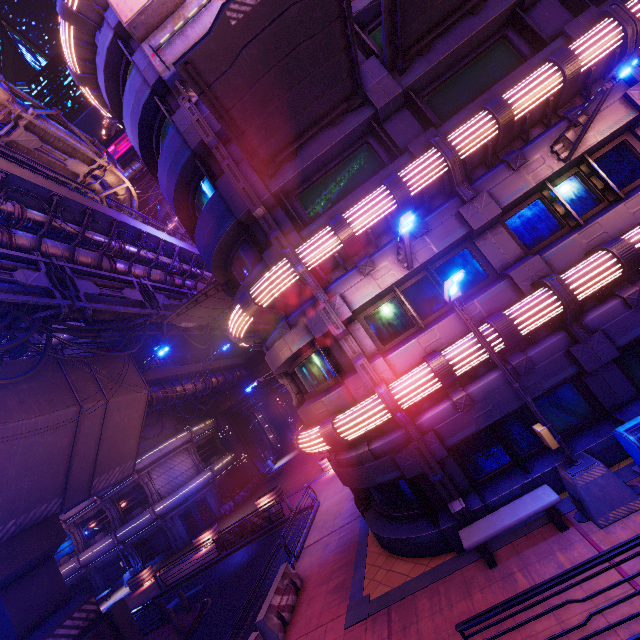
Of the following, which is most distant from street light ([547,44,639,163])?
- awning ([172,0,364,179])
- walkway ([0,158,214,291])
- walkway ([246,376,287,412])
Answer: walkway ([246,376,287,412])

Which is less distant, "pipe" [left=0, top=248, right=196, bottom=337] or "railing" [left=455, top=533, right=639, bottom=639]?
"railing" [left=455, top=533, right=639, bottom=639]

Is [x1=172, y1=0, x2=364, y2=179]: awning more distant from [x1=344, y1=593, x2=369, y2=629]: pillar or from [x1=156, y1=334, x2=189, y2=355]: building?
[x1=156, y1=334, x2=189, y2=355]: building

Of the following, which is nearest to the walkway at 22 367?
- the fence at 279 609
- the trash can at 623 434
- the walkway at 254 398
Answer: the walkway at 254 398

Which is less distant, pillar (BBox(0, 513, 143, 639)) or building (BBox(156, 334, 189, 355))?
pillar (BBox(0, 513, 143, 639))

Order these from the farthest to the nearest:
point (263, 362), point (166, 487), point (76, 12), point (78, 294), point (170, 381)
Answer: point (263, 362), point (166, 487), point (170, 381), point (78, 294), point (76, 12)

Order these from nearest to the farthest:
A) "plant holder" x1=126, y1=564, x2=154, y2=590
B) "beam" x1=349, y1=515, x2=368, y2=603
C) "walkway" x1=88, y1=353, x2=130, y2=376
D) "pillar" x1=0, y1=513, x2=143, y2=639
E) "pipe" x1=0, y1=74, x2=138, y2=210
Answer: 1. "beam" x1=349, y1=515, x2=368, y2=603
2. "pillar" x1=0, y1=513, x2=143, y2=639
3. "pipe" x1=0, y1=74, x2=138, y2=210
4. "walkway" x1=88, y1=353, x2=130, y2=376
5. "plant holder" x1=126, y1=564, x2=154, y2=590

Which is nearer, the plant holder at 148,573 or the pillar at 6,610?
the pillar at 6,610
